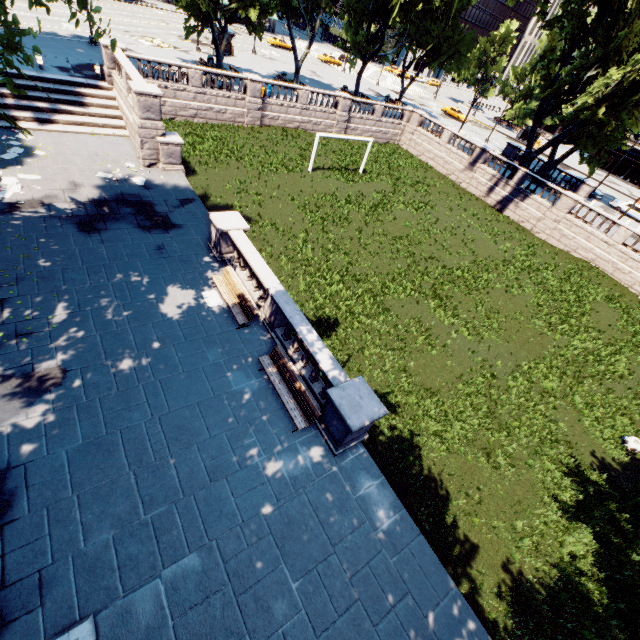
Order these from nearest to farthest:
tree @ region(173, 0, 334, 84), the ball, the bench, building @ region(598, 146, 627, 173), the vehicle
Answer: the bench
the ball
tree @ region(173, 0, 334, 84)
the vehicle
building @ region(598, 146, 627, 173)

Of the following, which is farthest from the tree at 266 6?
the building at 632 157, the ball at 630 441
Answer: the ball at 630 441

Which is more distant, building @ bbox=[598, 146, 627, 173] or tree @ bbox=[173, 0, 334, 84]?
building @ bbox=[598, 146, 627, 173]

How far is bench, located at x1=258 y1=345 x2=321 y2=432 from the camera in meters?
10.1 m

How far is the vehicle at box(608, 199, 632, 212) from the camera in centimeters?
3766cm

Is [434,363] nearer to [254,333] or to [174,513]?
[254,333]

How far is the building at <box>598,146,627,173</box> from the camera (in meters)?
55.66

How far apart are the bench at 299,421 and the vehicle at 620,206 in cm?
4771
